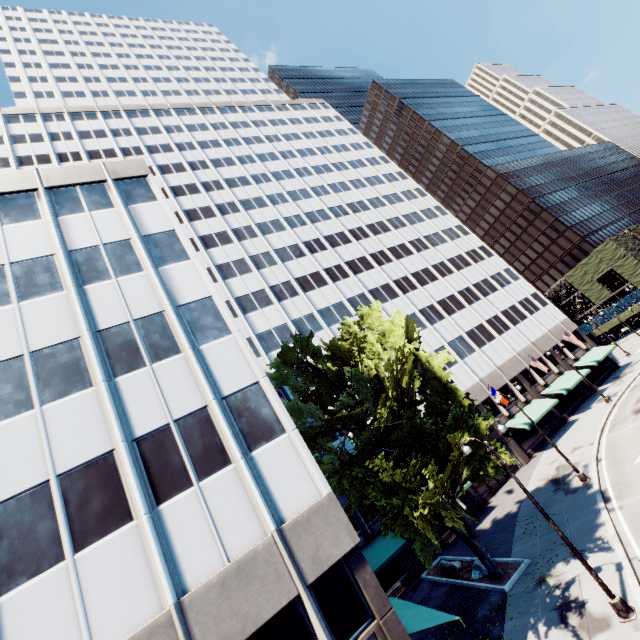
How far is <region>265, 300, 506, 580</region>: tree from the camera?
15.1 meters

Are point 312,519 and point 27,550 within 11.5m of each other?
yes

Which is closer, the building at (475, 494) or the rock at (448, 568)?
the rock at (448, 568)

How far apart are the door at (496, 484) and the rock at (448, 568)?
10.4 meters

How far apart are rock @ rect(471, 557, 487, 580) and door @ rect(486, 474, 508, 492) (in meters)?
12.11

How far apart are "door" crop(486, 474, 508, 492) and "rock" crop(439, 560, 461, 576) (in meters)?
10.39

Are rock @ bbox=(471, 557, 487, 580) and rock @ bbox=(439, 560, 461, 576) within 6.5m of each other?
yes

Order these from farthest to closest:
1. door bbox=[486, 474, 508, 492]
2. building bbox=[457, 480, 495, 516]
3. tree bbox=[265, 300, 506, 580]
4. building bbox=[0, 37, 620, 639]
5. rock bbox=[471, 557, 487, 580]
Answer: door bbox=[486, 474, 508, 492] → building bbox=[457, 480, 495, 516] → rock bbox=[471, 557, 487, 580] → tree bbox=[265, 300, 506, 580] → building bbox=[0, 37, 620, 639]
